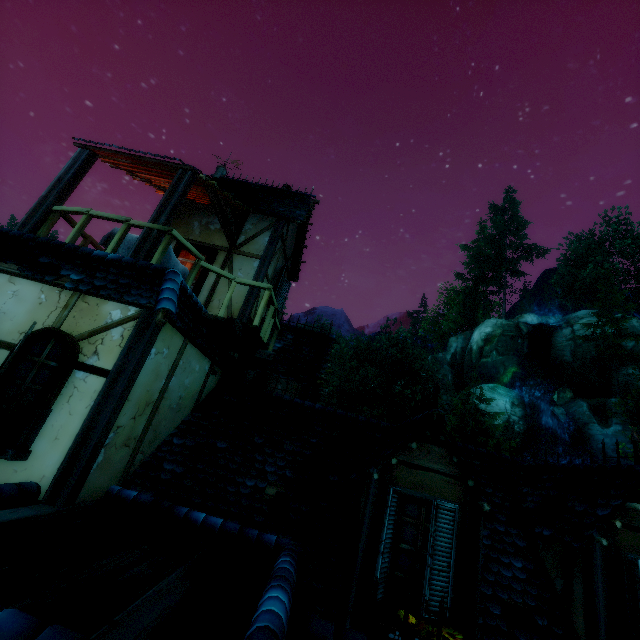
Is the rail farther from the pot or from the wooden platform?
the pot

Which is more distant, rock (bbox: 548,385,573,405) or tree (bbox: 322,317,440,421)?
tree (bbox: 322,317,440,421)

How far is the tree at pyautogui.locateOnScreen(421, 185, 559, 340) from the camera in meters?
44.9 m

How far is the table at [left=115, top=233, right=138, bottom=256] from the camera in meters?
5.9

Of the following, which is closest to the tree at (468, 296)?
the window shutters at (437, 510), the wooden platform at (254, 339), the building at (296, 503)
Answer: the building at (296, 503)

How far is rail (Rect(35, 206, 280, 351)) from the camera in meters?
5.5

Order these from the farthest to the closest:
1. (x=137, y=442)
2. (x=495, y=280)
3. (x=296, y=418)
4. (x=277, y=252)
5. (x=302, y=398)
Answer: (x=495, y=280) → (x=277, y=252) → (x=302, y=398) → (x=296, y=418) → (x=137, y=442)

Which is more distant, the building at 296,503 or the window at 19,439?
the window at 19,439
